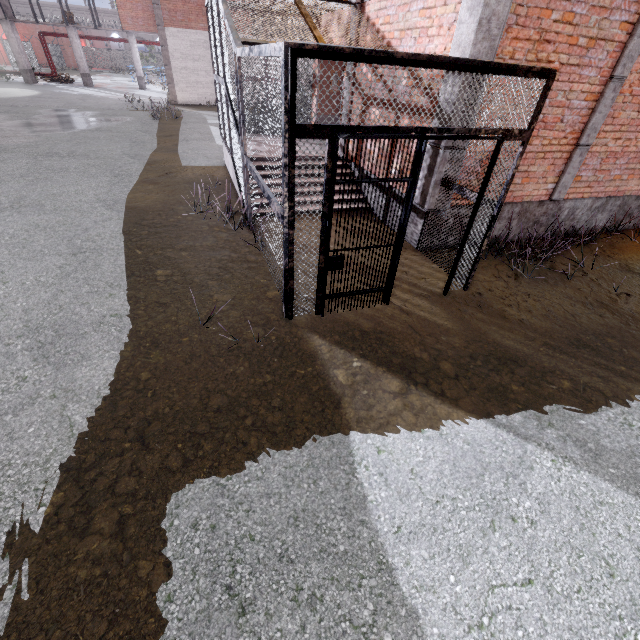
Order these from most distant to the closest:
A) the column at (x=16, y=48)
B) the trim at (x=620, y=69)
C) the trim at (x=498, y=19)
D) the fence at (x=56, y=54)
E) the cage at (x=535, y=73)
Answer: the fence at (x=56, y=54)
the column at (x=16, y=48)
the trim at (x=620, y=69)
the trim at (x=498, y=19)
the cage at (x=535, y=73)

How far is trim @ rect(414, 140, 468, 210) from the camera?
5.14m

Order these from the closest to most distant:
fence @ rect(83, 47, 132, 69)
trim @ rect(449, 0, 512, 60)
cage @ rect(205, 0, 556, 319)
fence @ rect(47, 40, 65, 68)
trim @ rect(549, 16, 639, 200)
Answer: cage @ rect(205, 0, 556, 319) < trim @ rect(449, 0, 512, 60) < trim @ rect(549, 16, 639, 200) < fence @ rect(47, 40, 65, 68) < fence @ rect(83, 47, 132, 69)

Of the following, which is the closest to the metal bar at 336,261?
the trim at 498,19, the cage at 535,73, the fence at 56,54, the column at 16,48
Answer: the cage at 535,73

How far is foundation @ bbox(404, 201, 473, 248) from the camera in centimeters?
601cm

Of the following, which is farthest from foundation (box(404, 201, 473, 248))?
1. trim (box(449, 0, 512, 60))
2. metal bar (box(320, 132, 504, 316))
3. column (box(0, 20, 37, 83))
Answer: column (box(0, 20, 37, 83))

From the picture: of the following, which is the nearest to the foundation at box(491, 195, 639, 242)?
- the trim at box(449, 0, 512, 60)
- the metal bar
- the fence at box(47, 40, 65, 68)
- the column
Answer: the trim at box(449, 0, 512, 60)

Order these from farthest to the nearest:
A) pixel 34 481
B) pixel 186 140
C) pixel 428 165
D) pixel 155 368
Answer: pixel 186 140 < pixel 428 165 < pixel 155 368 < pixel 34 481
